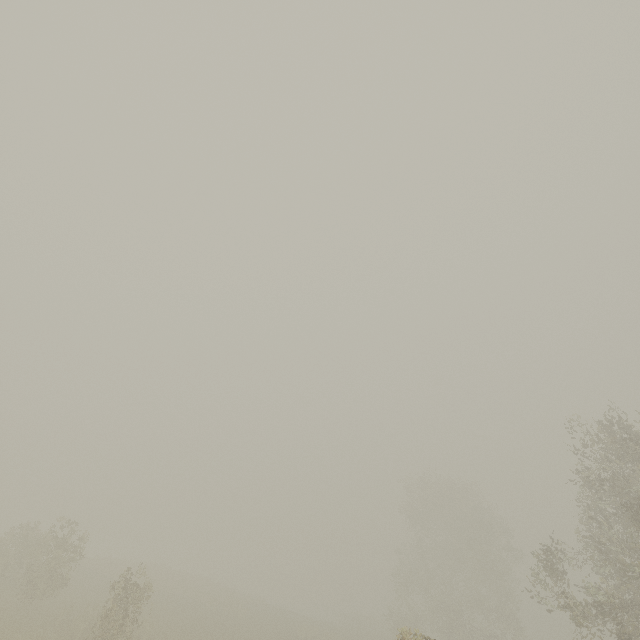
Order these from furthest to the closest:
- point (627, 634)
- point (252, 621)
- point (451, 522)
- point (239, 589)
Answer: point (239, 589), point (451, 522), point (252, 621), point (627, 634)
